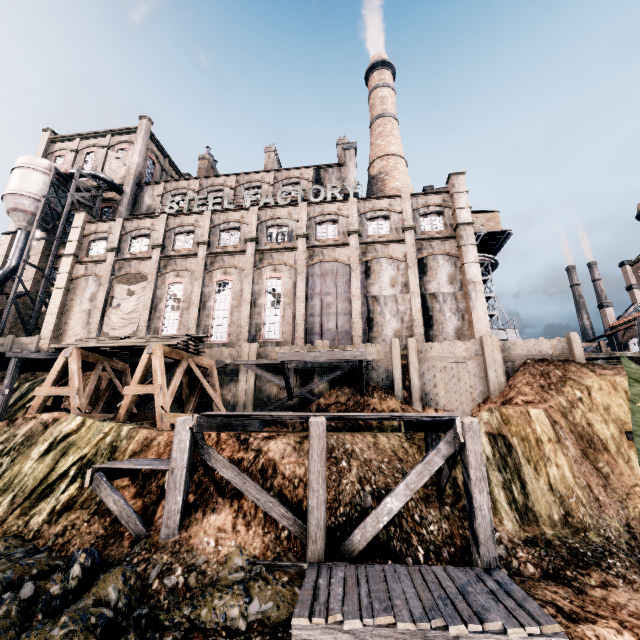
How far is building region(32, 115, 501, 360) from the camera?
25.09m

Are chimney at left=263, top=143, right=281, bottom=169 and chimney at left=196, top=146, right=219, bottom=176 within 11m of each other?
yes

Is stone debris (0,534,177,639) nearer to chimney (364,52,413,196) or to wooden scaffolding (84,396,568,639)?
wooden scaffolding (84,396,568,639)

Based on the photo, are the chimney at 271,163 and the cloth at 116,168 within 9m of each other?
no

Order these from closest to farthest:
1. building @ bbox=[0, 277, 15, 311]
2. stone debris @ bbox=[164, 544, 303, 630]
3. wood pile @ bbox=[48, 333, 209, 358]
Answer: stone debris @ bbox=[164, 544, 303, 630] < wood pile @ bbox=[48, 333, 209, 358] < building @ bbox=[0, 277, 15, 311]

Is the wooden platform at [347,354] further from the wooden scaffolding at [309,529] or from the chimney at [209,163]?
the chimney at [209,163]

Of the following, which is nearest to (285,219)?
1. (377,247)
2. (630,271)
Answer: (377,247)

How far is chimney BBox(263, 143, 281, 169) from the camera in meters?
40.3
